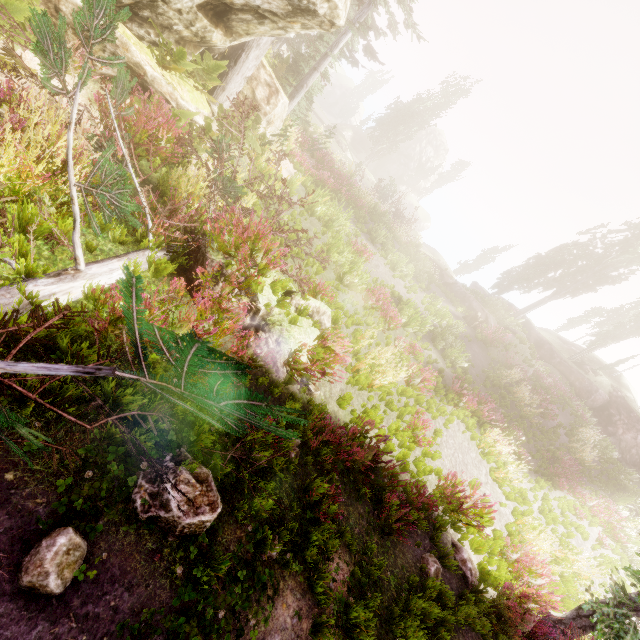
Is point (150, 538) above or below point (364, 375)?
below

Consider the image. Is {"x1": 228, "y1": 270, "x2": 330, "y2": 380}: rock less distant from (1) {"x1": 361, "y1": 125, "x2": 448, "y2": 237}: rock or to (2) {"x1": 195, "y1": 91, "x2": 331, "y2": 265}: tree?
(2) {"x1": 195, "y1": 91, "x2": 331, "y2": 265}: tree

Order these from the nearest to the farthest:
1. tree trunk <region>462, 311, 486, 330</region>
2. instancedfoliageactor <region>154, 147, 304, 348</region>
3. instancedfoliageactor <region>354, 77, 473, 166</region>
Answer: instancedfoliageactor <region>154, 147, 304, 348</region> < tree trunk <region>462, 311, 486, 330</region> < instancedfoliageactor <region>354, 77, 473, 166</region>

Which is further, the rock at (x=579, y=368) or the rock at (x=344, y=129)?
the rock at (x=344, y=129)

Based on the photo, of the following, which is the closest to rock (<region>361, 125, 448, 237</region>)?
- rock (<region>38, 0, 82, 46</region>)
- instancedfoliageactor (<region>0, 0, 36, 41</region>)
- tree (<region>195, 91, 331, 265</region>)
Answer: instancedfoliageactor (<region>0, 0, 36, 41</region>)

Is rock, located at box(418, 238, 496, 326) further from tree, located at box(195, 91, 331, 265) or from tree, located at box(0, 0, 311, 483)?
tree, located at box(0, 0, 311, 483)

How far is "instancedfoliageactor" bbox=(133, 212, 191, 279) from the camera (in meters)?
5.19

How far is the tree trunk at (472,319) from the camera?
21.06m
